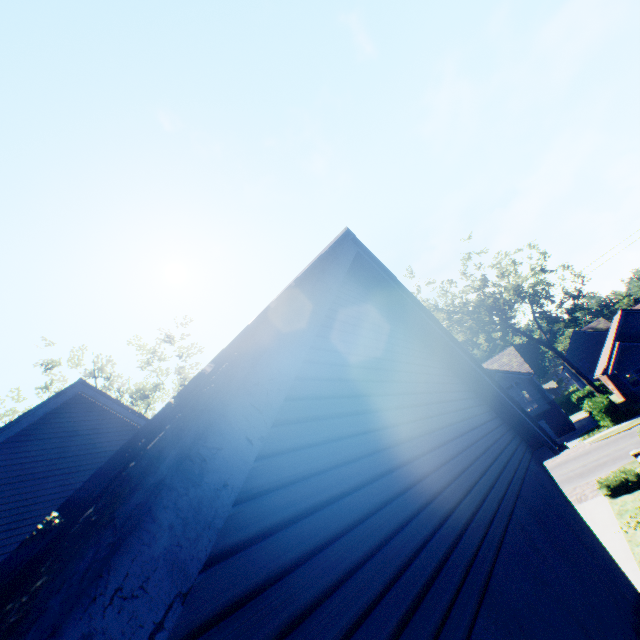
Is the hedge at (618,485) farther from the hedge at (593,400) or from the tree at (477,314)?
the tree at (477,314)

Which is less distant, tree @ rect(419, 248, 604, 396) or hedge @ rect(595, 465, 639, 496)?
hedge @ rect(595, 465, 639, 496)

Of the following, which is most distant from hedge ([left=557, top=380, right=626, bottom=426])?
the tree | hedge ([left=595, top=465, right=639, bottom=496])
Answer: hedge ([left=595, top=465, right=639, bottom=496])

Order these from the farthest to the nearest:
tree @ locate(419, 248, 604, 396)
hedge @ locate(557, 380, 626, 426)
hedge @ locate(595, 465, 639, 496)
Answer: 1. tree @ locate(419, 248, 604, 396)
2. hedge @ locate(557, 380, 626, 426)
3. hedge @ locate(595, 465, 639, 496)

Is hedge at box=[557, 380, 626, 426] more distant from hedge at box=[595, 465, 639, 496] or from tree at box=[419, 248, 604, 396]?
hedge at box=[595, 465, 639, 496]

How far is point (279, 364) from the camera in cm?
152
